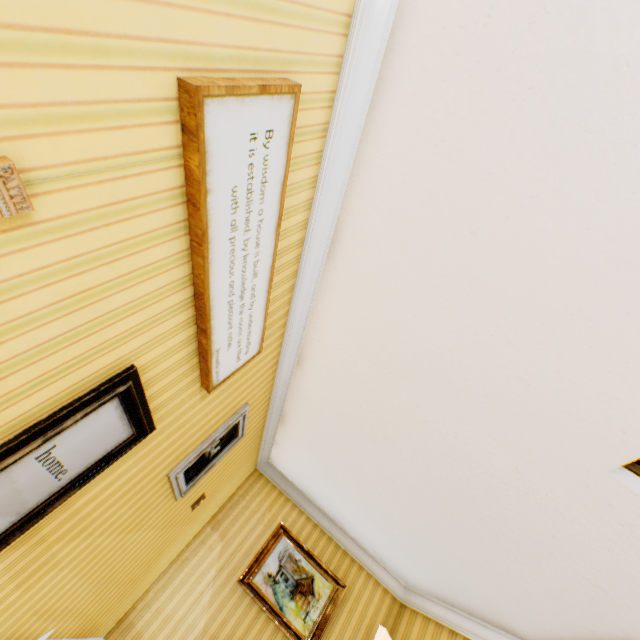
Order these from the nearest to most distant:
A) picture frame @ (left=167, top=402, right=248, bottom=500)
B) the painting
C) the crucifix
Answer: the crucifix < picture frame @ (left=167, top=402, right=248, bottom=500) < the painting

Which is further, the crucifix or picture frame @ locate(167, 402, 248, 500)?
picture frame @ locate(167, 402, 248, 500)

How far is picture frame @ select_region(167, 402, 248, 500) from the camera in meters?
3.1 m

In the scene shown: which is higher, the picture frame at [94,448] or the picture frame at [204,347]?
the picture frame at [204,347]

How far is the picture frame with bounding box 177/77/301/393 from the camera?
1.2 meters

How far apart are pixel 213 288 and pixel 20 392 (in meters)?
0.92

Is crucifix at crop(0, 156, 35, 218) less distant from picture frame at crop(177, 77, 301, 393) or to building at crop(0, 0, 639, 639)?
building at crop(0, 0, 639, 639)

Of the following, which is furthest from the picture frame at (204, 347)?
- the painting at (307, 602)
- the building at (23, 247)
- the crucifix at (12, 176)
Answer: the painting at (307, 602)
